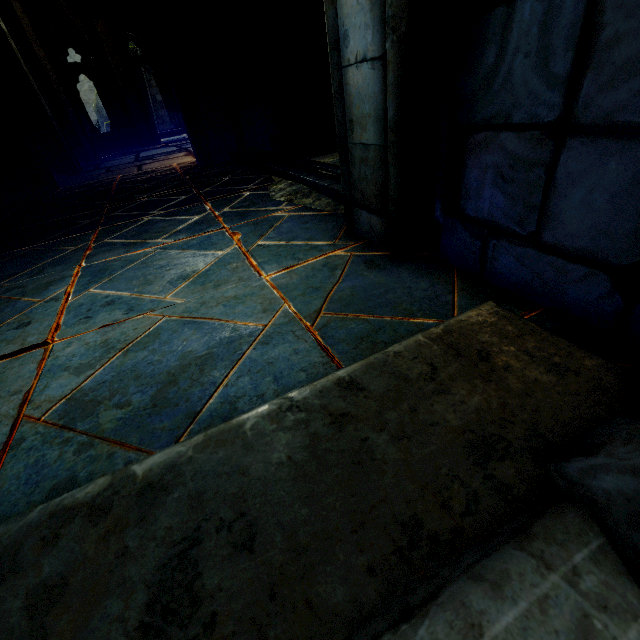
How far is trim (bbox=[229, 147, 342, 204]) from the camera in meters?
2.9

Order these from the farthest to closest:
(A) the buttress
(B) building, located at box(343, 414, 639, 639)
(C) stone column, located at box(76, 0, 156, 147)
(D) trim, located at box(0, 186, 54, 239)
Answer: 1. (C) stone column, located at box(76, 0, 156, 147)
2. (A) the buttress
3. (D) trim, located at box(0, 186, 54, 239)
4. (B) building, located at box(343, 414, 639, 639)

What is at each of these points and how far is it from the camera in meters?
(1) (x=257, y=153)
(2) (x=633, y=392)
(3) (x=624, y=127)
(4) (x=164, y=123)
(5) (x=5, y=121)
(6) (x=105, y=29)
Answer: (1) trim, 5.5
(2) building, 0.7
(3) stone column, 0.9
(4) building, 22.7
(5) stone column, 5.2
(6) stone column, 11.1

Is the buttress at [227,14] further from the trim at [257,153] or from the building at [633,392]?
the building at [633,392]

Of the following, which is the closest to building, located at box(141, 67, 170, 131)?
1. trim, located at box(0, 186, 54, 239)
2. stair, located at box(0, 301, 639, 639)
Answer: trim, located at box(0, 186, 54, 239)

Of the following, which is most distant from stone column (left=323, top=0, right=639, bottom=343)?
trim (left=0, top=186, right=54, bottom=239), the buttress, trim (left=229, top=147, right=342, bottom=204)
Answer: the buttress

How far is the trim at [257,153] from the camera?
2.86m

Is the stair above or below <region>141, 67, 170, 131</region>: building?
below
